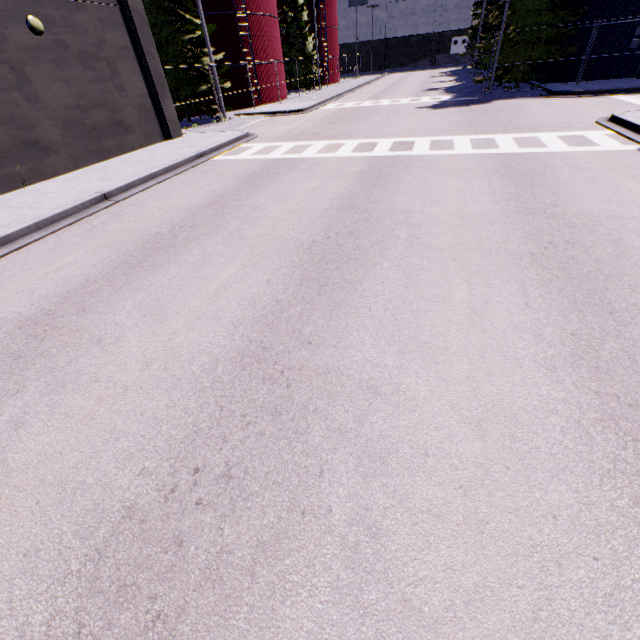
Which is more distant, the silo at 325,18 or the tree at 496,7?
the silo at 325,18

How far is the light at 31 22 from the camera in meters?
10.3 m

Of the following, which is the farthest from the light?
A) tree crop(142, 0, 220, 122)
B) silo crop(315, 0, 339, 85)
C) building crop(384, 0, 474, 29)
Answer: building crop(384, 0, 474, 29)

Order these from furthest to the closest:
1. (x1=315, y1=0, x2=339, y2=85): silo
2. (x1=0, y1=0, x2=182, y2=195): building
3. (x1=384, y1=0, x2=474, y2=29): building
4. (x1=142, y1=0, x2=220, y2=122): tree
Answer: (x1=384, y1=0, x2=474, y2=29): building
(x1=315, y1=0, x2=339, y2=85): silo
(x1=142, y1=0, x2=220, y2=122): tree
(x1=0, y1=0, x2=182, y2=195): building

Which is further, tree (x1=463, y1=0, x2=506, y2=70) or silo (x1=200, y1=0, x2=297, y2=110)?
silo (x1=200, y1=0, x2=297, y2=110)

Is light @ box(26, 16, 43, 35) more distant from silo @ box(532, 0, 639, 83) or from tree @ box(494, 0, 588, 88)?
silo @ box(532, 0, 639, 83)

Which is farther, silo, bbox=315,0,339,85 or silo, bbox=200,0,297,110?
silo, bbox=315,0,339,85

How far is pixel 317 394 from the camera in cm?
338
